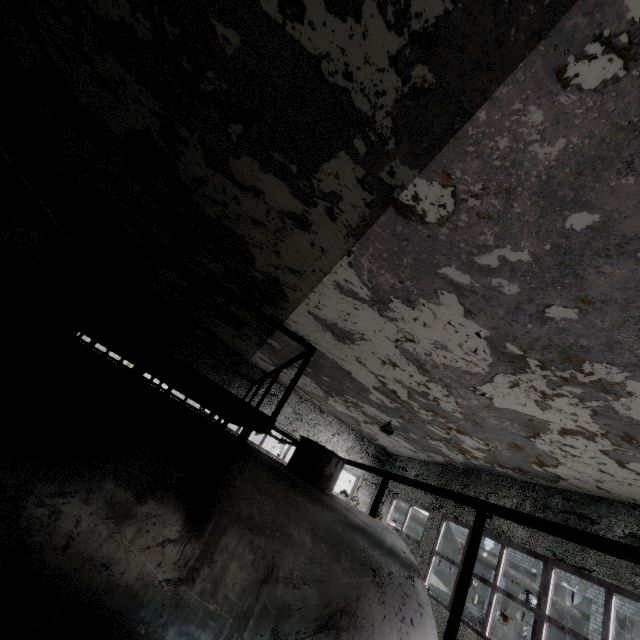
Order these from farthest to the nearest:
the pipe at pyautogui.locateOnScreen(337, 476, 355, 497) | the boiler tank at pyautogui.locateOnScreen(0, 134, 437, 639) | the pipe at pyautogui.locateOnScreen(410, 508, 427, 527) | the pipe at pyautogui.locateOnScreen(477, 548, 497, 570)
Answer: the pipe at pyautogui.locateOnScreen(477, 548, 497, 570), the pipe at pyautogui.locateOnScreen(410, 508, 427, 527), the pipe at pyautogui.locateOnScreen(337, 476, 355, 497), the boiler tank at pyautogui.locateOnScreen(0, 134, 437, 639)

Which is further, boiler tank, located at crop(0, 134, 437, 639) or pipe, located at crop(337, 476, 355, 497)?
pipe, located at crop(337, 476, 355, 497)

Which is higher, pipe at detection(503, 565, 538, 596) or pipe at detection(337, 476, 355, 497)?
pipe at detection(503, 565, 538, 596)

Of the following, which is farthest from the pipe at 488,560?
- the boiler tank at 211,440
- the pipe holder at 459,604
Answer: the pipe holder at 459,604

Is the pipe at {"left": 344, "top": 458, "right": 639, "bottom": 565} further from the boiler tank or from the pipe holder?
the pipe holder

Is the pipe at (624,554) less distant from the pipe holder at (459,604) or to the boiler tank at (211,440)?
the boiler tank at (211,440)

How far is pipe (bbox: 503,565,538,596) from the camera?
18.7 meters

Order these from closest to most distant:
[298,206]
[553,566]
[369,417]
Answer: [298,206] → [553,566] → [369,417]
